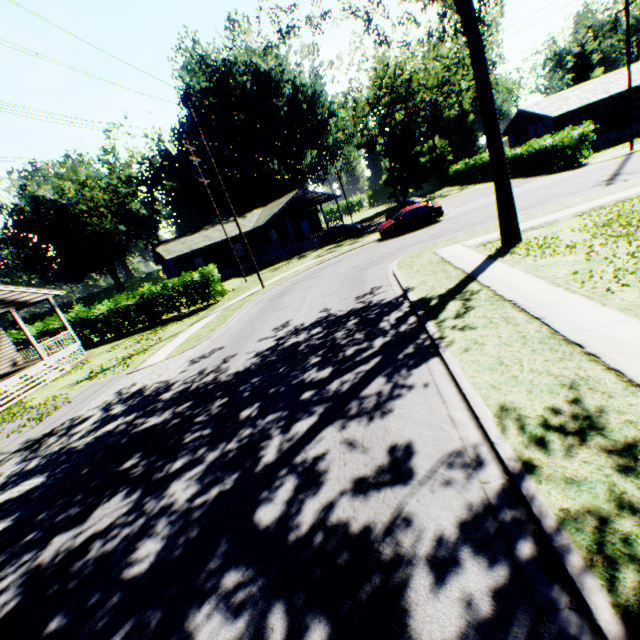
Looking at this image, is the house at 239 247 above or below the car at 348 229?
above

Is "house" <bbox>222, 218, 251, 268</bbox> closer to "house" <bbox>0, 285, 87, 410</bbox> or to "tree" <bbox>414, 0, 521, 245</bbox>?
"house" <bbox>0, 285, 87, 410</bbox>

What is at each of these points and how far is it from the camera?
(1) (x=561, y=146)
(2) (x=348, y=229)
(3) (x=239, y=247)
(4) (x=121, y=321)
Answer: (1) hedge, 27.0m
(2) car, 34.0m
(3) house, 45.5m
(4) hedge, 25.5m

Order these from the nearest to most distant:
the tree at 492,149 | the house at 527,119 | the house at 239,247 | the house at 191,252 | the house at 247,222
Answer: the tree at 492,149 < the house at 527,119 < the house at 191,252 < the house at 247,222 < the house at 239,247

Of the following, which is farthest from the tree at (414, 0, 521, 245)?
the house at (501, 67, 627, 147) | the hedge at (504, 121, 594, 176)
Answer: the house at (501, 67, 627, 147)

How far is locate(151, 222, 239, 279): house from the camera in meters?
35.7 m

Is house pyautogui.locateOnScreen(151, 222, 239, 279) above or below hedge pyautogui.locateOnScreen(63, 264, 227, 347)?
above

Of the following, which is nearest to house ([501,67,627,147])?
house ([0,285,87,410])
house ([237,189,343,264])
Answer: house ([237,189,343,264])
